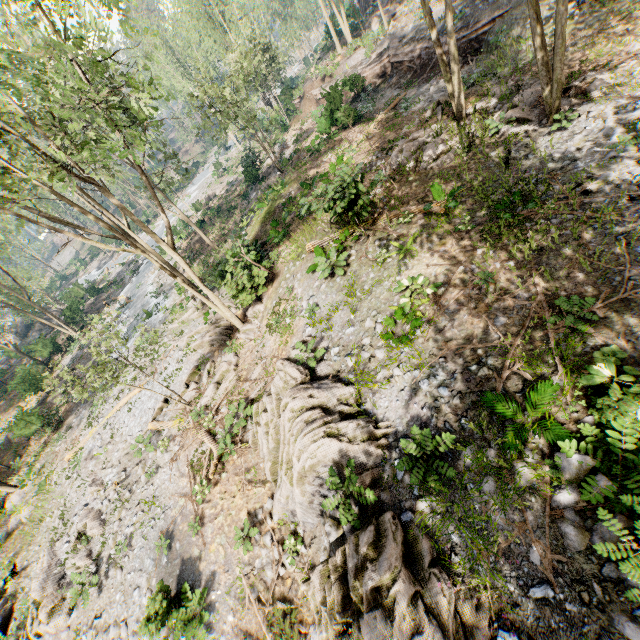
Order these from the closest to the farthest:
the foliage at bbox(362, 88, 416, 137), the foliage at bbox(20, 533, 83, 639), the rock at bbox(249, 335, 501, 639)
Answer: the rock at bbox(249, 335, 501, 639)
the foliage at bbox(20, 533, 83, 639)
the foliage at bbox(362, 88, 416, 137)

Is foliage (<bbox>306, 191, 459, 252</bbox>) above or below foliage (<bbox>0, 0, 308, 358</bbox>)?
below

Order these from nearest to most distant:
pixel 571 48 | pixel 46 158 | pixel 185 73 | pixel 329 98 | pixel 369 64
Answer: pixel 46 158 → pixel 571 48 → pixel 329 98 → pixel 369 64 → pixel 185 73

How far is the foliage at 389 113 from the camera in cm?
2029

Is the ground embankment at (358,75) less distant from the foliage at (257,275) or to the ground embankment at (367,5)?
the foliage at (257,275)

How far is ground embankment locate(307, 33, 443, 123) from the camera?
21.5m

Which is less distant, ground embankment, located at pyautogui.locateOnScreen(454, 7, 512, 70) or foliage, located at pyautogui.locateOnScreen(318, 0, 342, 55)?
ground embankment, located at pyautogui.locateOnScreen(454, 7, 512, 70)

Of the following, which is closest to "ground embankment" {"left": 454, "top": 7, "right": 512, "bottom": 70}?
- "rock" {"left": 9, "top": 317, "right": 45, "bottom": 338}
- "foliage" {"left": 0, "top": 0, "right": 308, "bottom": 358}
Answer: "foliage" {"left": 0, "top": 0, "right": 308, "bottom": 358}
